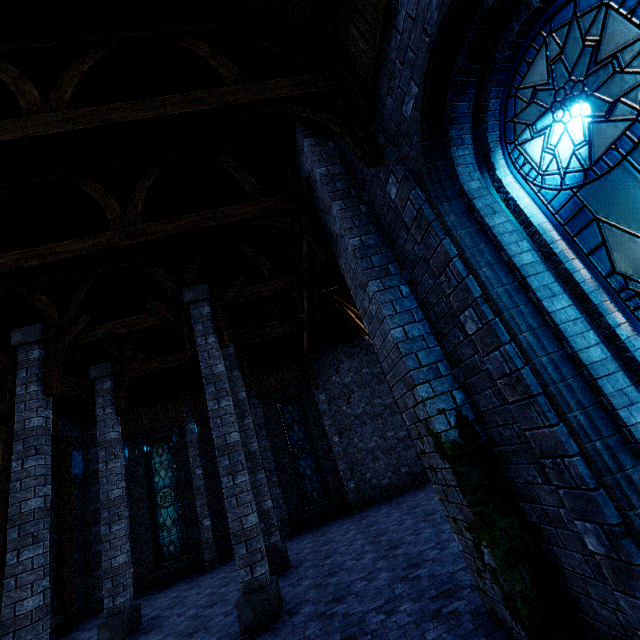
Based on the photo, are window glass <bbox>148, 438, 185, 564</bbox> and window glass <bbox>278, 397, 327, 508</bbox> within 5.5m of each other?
yes

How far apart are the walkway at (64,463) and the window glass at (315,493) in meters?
8.2 m

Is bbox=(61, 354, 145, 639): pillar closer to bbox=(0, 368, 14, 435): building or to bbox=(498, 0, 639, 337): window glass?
bbox=(0, 368, 14, 435): building

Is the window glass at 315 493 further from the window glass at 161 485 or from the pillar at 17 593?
the pillar at 17 593

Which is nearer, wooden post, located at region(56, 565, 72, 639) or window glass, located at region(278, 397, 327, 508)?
wooden post, located at region(56, 565, 72, 639)

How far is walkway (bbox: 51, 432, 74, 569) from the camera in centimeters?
1104cm

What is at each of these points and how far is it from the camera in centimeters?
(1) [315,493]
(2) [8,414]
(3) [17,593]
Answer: (1) window glass, 1388cm
(2) building, 1009cm
(3) pillar, 568cm

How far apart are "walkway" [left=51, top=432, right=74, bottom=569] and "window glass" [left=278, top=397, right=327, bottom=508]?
8.2 meters
